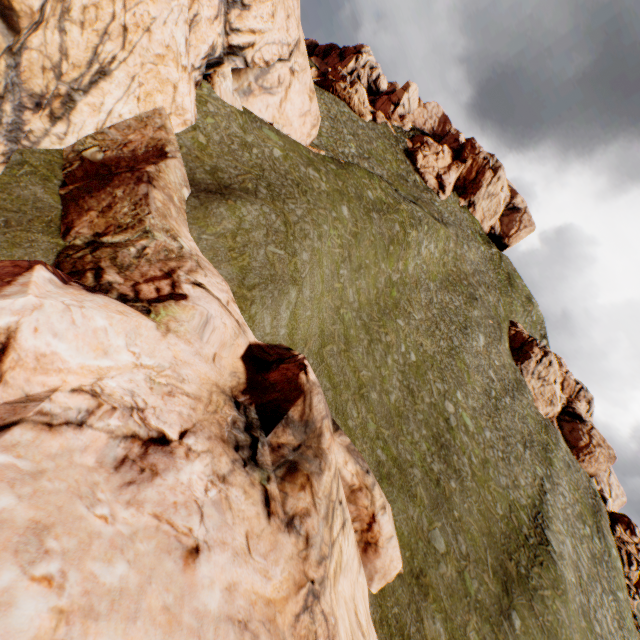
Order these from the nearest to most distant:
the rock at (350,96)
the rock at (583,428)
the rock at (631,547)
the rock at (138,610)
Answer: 1. the rock at (138,610)
2. the rock at (631,547)
3. the rock at (583,428)
4. the rock at (350,96)

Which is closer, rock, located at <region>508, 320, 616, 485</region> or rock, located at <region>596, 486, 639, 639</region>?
rock, located at <region>596, 486, 639, 639</region>

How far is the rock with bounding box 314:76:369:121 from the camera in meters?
55.6

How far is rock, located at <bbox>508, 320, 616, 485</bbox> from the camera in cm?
4716

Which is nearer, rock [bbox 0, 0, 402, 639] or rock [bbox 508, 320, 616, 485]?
rock [bbox 0, 0, 402, 639]

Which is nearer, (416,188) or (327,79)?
(327,79)

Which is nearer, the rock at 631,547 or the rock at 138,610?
the rock at 138,610

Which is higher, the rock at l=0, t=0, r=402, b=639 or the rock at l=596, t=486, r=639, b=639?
the rock at l=596, t=486, r=639, b=639
